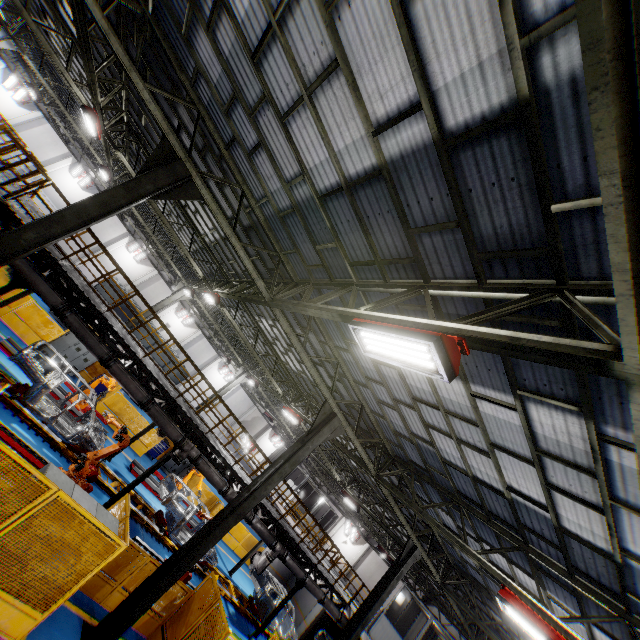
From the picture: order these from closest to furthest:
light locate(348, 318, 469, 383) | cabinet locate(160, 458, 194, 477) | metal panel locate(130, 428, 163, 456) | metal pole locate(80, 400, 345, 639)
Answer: light locate(348, 318, 469, 383)
metal pole locate(80, 400, 345, 639)
metal panel locate(130, 428, 163, 456)
cabinet locate(160, 458, 194, 477)

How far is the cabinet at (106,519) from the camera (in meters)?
6.46

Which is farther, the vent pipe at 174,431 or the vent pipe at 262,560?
the vent pipe at 262,560

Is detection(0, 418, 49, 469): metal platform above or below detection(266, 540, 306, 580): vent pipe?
below

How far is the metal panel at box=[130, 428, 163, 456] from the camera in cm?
1864

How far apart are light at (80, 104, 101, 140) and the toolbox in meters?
16.5

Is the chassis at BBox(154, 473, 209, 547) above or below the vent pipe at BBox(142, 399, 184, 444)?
below

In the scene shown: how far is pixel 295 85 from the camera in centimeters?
491cm
